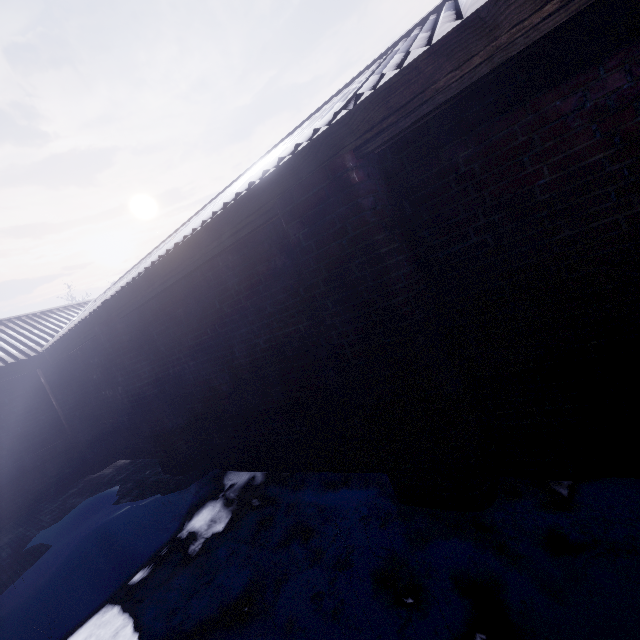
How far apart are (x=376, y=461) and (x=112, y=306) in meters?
3.2

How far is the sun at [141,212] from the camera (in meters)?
58.56

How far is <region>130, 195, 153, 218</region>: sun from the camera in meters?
58.6 m
